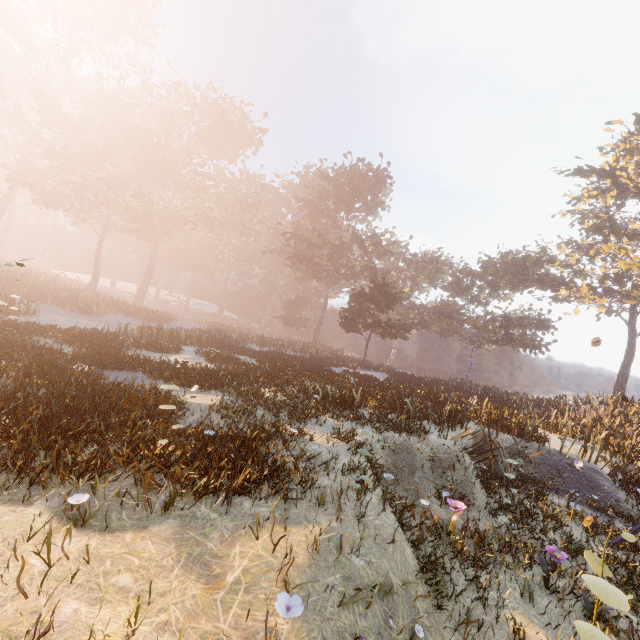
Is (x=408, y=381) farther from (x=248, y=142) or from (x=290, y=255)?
(x=248, y=142)

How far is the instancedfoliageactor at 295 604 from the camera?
2.7 meters

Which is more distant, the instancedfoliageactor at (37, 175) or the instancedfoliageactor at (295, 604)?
the instancedfoliageactor at (37, 175)

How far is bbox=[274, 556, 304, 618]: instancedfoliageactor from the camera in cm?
265

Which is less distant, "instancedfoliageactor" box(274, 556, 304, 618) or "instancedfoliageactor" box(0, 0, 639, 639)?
"instancedfoliageactor" box(274, 556, 304, 618)
